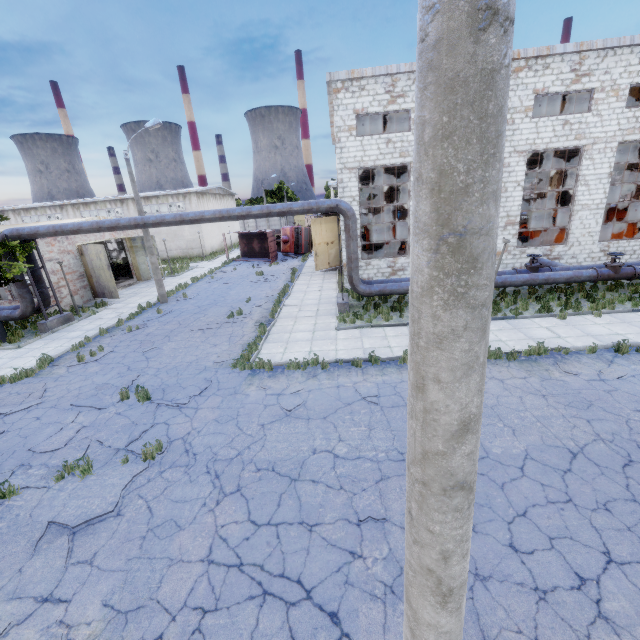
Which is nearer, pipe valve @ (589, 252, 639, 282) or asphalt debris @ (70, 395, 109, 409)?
asphalt debris @ (70, 395, 109, 409)

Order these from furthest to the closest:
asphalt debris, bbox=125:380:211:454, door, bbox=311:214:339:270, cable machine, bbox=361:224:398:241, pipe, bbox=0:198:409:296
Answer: cable machine, bbox=361:224:398:241 → door, bbox=311:214:339:270 → pipe, bbox=0:198:409:296 → asphalt debris, bbox=125:380:211:454

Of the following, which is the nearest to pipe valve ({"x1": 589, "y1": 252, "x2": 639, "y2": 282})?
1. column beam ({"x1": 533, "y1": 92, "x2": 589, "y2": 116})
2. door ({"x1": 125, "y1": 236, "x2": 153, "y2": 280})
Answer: column beam ({"x1": 533, "y1": 92, "x2": 589, "y2": 116})

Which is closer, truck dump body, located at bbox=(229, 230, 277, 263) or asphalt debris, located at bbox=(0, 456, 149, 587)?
asphalt debris, located at bbox=(0, 456, 149, 587)

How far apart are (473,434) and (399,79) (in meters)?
19.63

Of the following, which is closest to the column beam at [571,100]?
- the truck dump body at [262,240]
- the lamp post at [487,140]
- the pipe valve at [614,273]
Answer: the pipe valve at [614,273]

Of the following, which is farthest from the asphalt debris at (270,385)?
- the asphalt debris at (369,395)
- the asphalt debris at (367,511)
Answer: the asphalt debris at (367,511)

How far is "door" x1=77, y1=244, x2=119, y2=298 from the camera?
21.9 meters
